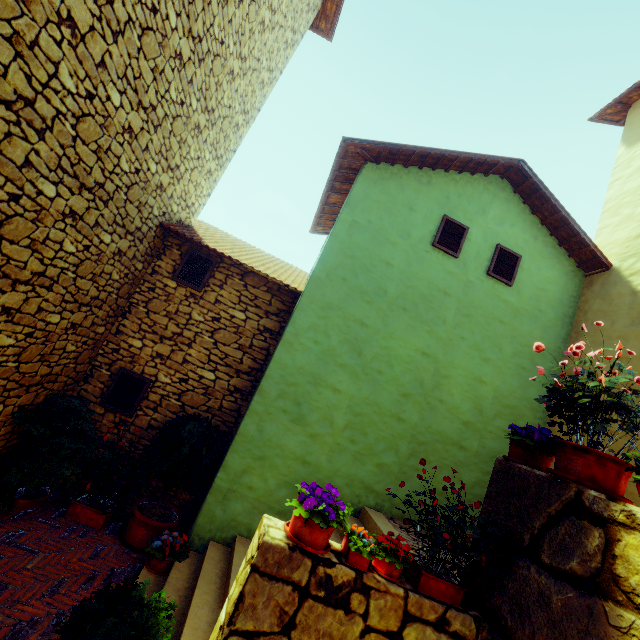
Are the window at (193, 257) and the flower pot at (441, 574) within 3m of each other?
no

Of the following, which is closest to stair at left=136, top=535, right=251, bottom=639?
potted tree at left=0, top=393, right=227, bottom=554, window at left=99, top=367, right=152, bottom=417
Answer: potted tree at left=0, top=393, right=227, bottom=554

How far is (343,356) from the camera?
5.5m

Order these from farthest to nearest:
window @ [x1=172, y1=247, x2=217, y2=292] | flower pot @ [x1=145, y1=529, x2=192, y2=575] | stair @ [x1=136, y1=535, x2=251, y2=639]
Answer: window @ [x1=172, y1=247, x2=217, y2=292]
flower pot @ [x1=145, y1=529, x2=192, y2=575]
stair @ [x1=136, y1=535, x2=251, y2=639]

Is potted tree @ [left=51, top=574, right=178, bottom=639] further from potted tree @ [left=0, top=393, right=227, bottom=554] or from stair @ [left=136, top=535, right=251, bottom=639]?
potted tree @ [left=0, top=393, right=227, bottom=554]

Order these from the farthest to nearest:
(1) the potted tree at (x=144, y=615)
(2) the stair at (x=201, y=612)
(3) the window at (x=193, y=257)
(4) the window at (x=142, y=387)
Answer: (3) the window at (x=193, y=257) → (4) the window at (x=142, y=387) → (2) the stair at (x=201, y=612) → (1) the potted tree at (x=144, y=615)

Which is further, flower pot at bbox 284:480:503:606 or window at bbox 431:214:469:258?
window at bbox 431:214:469:258

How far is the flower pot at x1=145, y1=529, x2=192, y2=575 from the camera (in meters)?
4.30
